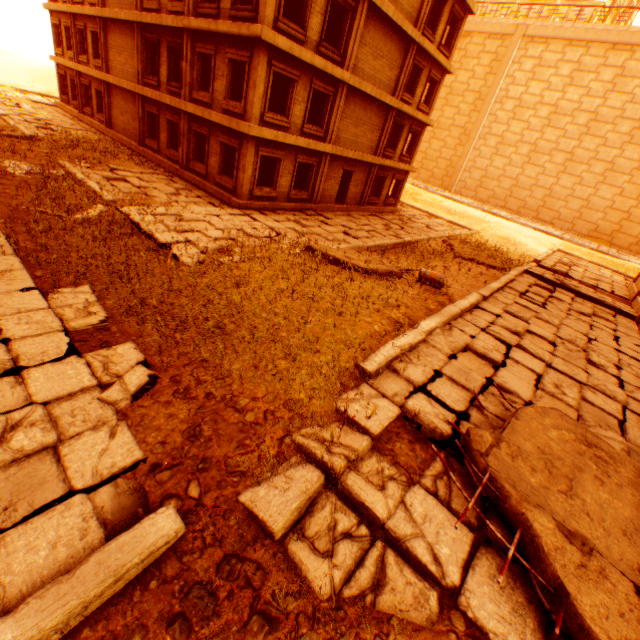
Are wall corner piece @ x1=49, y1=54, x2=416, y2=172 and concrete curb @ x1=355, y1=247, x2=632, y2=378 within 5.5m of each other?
no

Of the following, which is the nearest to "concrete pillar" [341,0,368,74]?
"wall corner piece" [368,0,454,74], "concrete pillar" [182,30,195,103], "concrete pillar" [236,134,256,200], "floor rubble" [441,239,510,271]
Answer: "wall corner piece" [368,0,454,74]

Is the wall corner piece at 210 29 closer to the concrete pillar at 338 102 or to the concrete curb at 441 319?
the concrete pillar at 338 102

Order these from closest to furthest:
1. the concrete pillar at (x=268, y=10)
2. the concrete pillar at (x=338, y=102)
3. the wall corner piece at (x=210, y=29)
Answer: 1. the concrete pillar at (x=268, y=10)
2. the wall corner piece at (x=210, y=29)
3. the concrete pillar at (x=338, y=102)

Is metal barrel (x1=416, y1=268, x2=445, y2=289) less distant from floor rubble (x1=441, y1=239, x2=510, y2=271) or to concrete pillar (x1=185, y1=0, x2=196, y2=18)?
floor rubble (x1=441, y1=239, x2=510, y2=271)

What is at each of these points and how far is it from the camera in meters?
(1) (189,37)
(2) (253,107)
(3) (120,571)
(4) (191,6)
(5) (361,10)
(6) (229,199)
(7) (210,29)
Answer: (1) concrete pillar, 14.3
(2) concrete pillar, 13.0
(3) concrete curb, 3.2
(4) concrete pillar, 13.8
(5) concrete pillar, 14.2
(6) wall corner piece, 14.9
(7) wall corner piece, 13.1

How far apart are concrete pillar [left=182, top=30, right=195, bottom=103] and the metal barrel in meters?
13.8

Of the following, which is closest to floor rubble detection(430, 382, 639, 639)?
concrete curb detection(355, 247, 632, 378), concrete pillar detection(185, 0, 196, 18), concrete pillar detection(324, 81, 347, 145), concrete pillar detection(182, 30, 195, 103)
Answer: concrete curb detection(355, 247, 632, 378)
